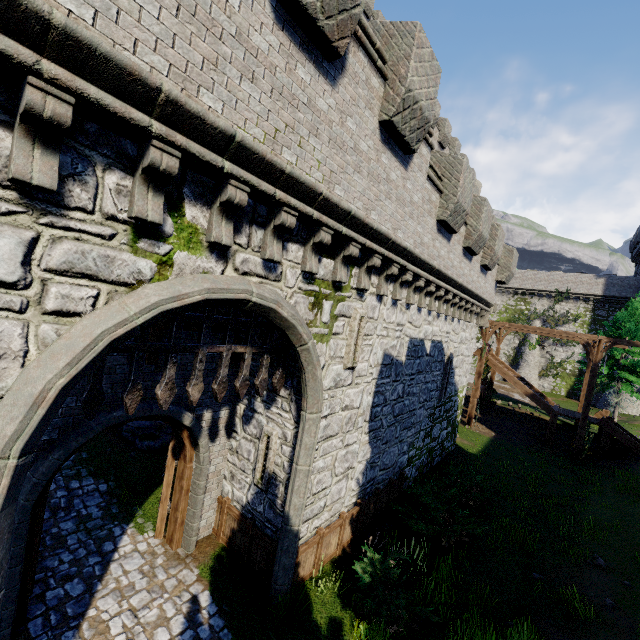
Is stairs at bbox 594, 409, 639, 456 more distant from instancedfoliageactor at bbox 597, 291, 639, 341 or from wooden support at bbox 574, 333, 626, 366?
wooden support at bbox 574, 333, 626, 366

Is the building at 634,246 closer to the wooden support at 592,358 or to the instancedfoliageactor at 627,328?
the instancedfoliageactor at 627,328

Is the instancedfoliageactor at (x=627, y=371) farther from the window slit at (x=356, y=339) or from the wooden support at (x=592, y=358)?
the window slit at (x=356, y=339)

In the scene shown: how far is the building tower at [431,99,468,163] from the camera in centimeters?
2473cm

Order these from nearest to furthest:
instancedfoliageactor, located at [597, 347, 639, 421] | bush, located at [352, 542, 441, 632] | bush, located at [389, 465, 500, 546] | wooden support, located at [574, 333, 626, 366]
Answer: bush, located at [352, 542, 441, 632], bush, located at [389, 465, 500, 546], wooden support, located at [574, 333, 626, 366], instancedfoliageactor, located at [597, 347, 639, 421]

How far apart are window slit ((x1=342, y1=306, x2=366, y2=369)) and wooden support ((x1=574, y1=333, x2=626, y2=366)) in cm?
1815

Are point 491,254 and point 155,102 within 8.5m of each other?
no

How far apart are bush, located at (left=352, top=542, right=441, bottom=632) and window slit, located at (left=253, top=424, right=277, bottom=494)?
2.6m
